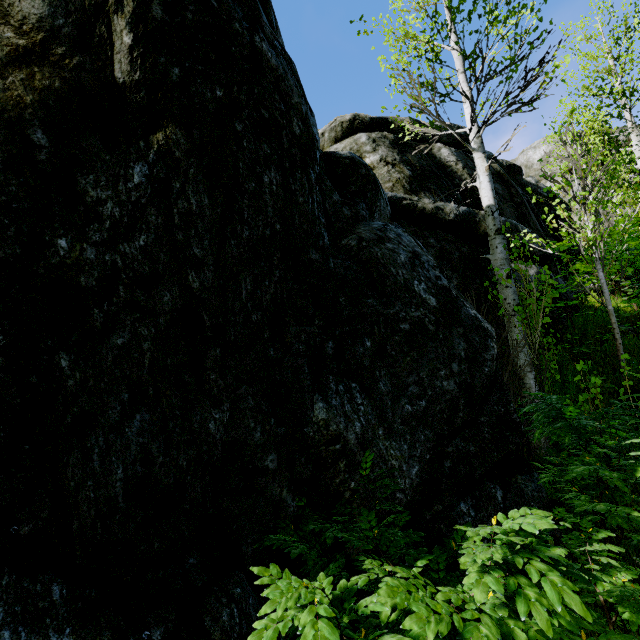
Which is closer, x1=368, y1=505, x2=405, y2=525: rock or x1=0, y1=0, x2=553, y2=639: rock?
x1=0, y1=0, x2=553, y2=639: rock

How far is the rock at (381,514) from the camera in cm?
278

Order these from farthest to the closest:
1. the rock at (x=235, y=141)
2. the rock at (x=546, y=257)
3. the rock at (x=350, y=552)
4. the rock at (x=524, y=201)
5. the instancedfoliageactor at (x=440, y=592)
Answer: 1. the rock at (x=524, y=201)
2. the rock at (x=546, y=257)
3. the rock at (x=350, y=552)
4. the rock at (x=235, y=141)
5. the instancedfoliageactor at (x=440, y=592)

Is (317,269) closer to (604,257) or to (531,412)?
(531,412)

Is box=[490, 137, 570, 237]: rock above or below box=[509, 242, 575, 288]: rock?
above

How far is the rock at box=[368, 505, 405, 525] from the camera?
2.8 meters

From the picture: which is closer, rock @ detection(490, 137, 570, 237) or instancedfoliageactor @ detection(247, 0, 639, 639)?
instancedfoliageactor @ detection(247, 0, 639, 639)
